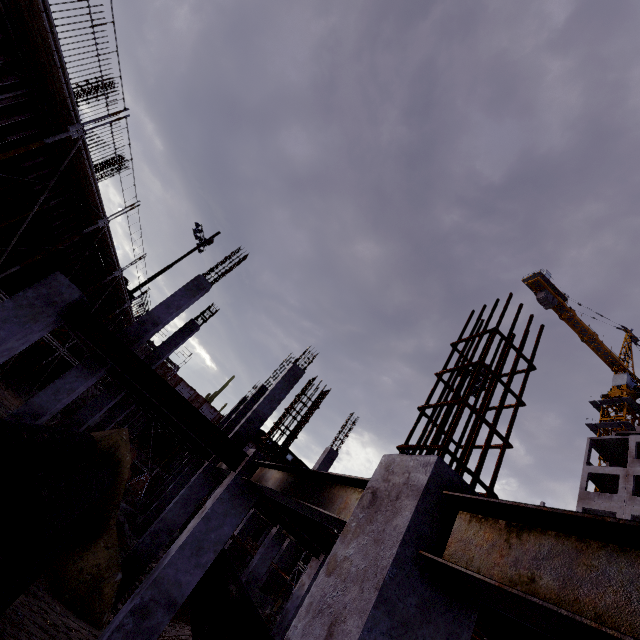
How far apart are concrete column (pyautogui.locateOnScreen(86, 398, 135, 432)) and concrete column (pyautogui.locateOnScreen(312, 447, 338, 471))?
10.4m

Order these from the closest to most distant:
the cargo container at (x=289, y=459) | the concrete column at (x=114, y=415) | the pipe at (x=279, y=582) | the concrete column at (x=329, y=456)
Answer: the concrete column at (x=329, y=456) < the concrete column at (x=114, y=415) < the pipe at (x=279, y=582) < the cargo container at (x=289, y=459)

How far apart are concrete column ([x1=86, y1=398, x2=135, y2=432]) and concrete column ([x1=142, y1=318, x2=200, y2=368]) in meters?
4.3

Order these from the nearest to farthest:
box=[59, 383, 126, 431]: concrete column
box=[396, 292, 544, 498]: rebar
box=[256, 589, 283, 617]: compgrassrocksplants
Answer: Result:
1. box=[396, 292, 544, 498]: rebar
2. box=[59, 383, 126, 431]: concrete column
3. box=[256, 589, 283, 617]: compgrassrocksplants

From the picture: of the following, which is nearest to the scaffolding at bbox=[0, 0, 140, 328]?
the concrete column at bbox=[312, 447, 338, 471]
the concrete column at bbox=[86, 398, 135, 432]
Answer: the concrete column at bbox=[86, 398, 135, 432]

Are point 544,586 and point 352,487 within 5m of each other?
yes

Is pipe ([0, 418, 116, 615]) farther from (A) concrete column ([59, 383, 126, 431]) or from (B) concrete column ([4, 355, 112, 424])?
(A) concrete column ([59, 383, 126, 431])

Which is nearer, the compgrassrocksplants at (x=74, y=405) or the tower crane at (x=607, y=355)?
the compgrassrocksplants at (x=74, y=405)
